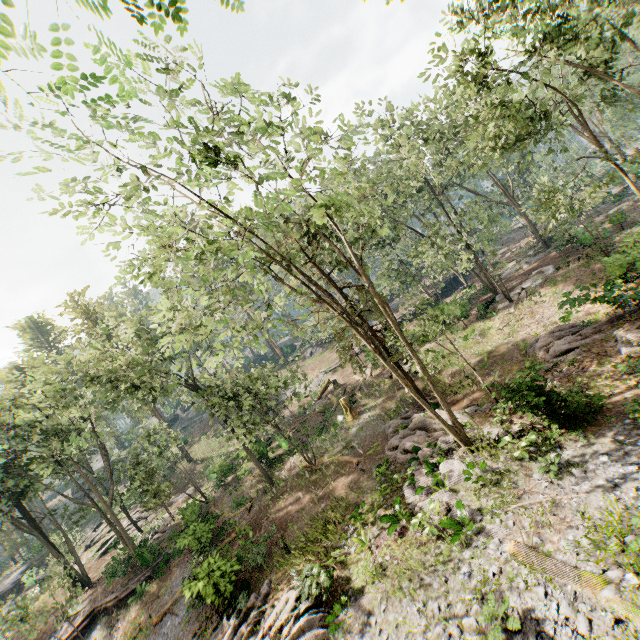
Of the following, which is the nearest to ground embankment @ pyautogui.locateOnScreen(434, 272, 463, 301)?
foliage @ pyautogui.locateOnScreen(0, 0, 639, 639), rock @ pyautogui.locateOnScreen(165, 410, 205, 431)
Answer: foliage @ pyautogui.locateOnScreen(0, 0, 639, 639)

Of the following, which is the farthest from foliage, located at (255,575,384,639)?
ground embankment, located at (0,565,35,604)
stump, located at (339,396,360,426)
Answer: stump, located at (339,396,360,426)

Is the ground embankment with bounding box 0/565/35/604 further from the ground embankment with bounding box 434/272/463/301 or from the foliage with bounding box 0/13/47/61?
the ground embankment with bounding box 434/272/463/301

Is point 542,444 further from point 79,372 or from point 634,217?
point 79,372

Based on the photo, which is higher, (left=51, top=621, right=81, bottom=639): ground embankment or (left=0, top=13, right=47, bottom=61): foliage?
(left=0, top=13, right=47, bottom=61): foliage

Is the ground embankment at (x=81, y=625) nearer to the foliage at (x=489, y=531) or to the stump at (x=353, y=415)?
the foliage at (x=489, y=531)

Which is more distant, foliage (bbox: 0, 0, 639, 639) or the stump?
the stump

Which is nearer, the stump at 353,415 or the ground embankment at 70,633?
the ground embankment at 70,633
